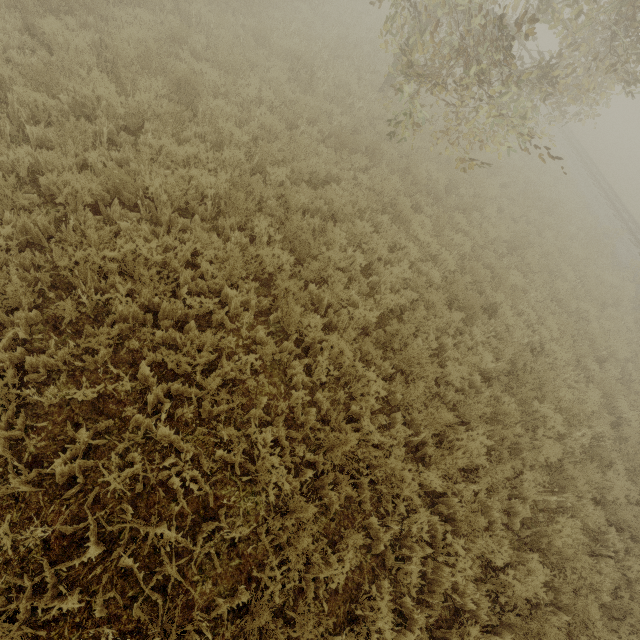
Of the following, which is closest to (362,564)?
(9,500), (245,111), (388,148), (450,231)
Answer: (9,500)
